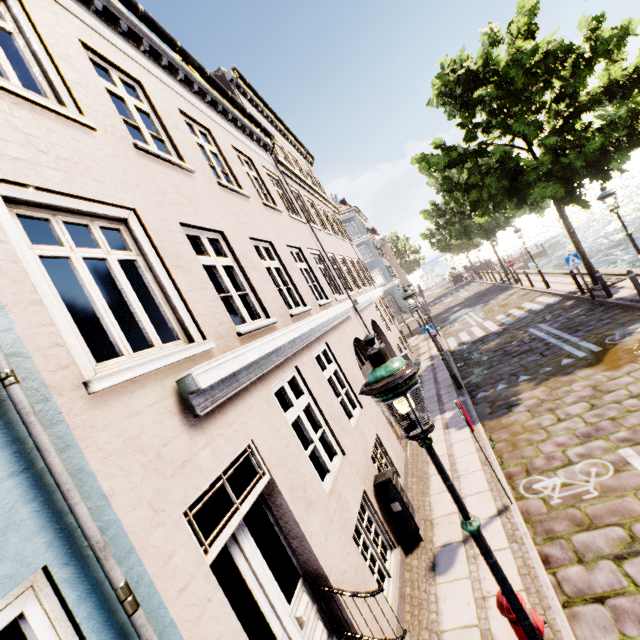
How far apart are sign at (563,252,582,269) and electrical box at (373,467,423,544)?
11.5m

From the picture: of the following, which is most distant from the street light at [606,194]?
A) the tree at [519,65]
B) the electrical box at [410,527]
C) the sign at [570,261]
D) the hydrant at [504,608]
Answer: the electrical box at [410,527]

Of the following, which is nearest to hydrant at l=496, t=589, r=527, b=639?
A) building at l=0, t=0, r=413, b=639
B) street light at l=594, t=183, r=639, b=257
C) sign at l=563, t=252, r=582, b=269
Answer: street light at l=594, t=183, r=639, b=257

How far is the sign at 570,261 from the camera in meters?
12.2

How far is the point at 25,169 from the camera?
2.8 meters

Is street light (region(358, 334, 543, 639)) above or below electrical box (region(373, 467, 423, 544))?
above

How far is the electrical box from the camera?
5.7 meters

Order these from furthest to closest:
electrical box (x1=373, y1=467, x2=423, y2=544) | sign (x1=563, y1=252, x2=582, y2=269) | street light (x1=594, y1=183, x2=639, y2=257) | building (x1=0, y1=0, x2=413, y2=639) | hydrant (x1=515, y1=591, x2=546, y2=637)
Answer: sign (x1=563, y1=252, x2=582, y2=269) → street light (x1=594, y1=183, x2=639, y2=257) → electrical box (x1=373, y1=467, x2=423, y2=544) → hydrant (x1=515, y1=591, x2=546, y2=637) → building (x1=0, y1=0, x2=413, y2=639)
